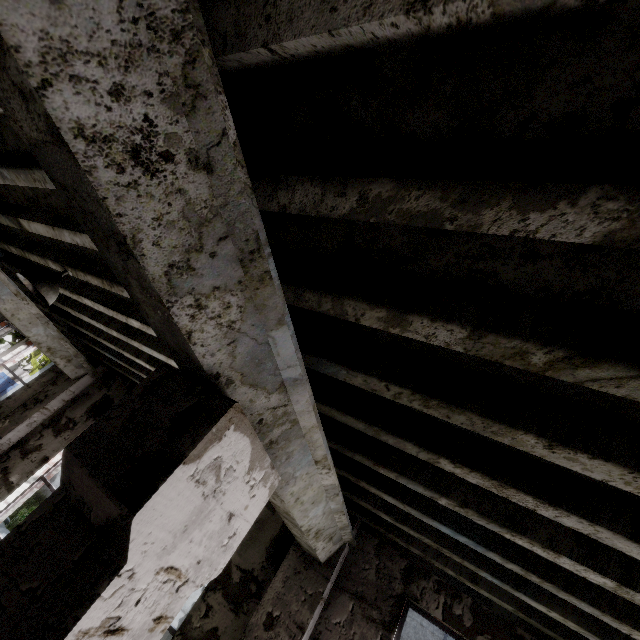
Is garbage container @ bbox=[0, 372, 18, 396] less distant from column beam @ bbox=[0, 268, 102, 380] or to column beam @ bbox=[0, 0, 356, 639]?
column beam @ bbox=[0, 268, 102, 380]

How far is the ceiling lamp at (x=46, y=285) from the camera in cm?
332

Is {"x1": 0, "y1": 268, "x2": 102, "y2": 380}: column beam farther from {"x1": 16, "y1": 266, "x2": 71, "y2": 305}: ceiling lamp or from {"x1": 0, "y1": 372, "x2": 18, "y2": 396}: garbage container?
{"x1": 0, "y1": 372, "x2": 18, "y2": 396}: garbage container

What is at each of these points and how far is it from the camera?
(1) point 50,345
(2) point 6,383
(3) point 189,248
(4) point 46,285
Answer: (1) column beam, 6.0m
(2) garbage container, 35.9m
(3) column beam, 1.1m
(4) ceiling lamp, 3.4m

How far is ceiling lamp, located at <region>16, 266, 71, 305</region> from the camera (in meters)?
3.32

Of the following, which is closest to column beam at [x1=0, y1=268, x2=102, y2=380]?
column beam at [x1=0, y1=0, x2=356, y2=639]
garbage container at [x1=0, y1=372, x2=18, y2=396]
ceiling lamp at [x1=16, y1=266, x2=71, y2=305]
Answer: ceiling lamp at [x1=16, y1=266, x2=71, y2=305]

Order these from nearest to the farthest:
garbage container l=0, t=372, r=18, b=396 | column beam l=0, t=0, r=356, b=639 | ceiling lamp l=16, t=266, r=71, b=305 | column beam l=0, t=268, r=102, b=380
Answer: column beam l=0, t=0, r=356, b=639 → ceiling lamp l=16, t=266, r=71, b=305 → column beam l=0, t=268, r=102, b=380 → garbage container l=0, t=372, r=18, b=396

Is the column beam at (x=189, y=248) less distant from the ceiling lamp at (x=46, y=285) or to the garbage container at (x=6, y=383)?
the ceiling lamp at (x=46, y=285)
